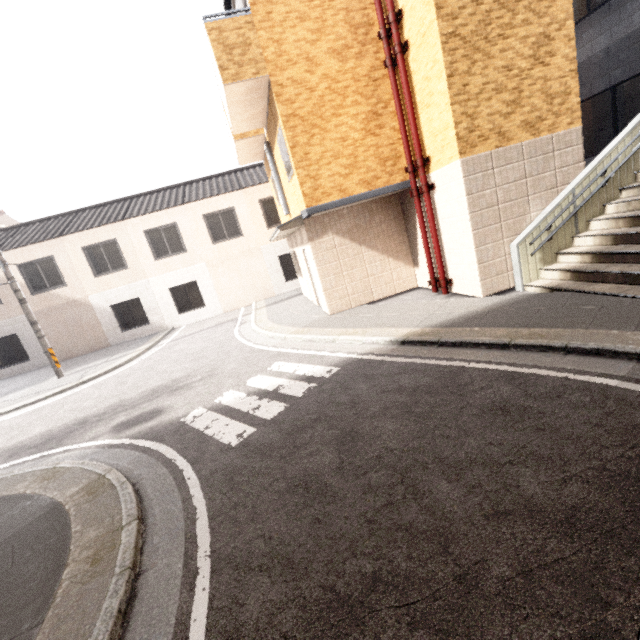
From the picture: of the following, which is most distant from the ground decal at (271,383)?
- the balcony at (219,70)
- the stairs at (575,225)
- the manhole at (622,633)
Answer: the balcony at (219,70)

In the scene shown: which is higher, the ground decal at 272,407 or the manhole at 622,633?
the ground decal at 272,407

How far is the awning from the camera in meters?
8.2

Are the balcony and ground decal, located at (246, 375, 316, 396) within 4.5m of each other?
no

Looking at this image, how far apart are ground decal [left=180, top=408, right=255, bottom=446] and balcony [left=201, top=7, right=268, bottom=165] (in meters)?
6.40

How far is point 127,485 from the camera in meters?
4.0 m

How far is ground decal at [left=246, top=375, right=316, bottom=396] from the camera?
5.5m
